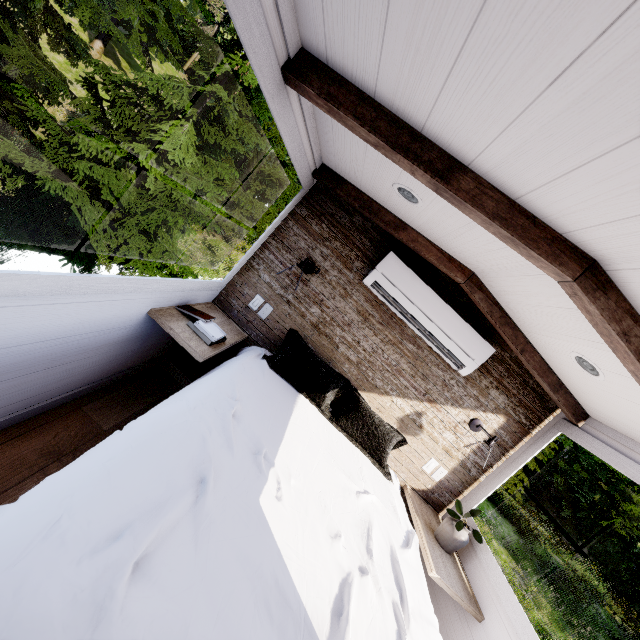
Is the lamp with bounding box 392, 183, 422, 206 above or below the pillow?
above

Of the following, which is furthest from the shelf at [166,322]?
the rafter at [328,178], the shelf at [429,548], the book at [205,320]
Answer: the shelf at [429,548]

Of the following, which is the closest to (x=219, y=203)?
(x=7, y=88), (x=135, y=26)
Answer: (x=7, y=88)

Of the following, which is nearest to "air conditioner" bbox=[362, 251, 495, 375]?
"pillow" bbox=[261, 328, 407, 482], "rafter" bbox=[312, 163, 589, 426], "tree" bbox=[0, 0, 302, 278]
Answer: "rafter" bbox=[312, 163, 589, 426]

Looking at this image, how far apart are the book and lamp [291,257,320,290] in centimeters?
86cm

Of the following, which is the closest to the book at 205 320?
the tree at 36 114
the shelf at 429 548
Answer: the shelf at 429 548

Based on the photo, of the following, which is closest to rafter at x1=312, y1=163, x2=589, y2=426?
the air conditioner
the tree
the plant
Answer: the air conditioner

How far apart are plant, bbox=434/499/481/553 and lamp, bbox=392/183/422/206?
2.13m
